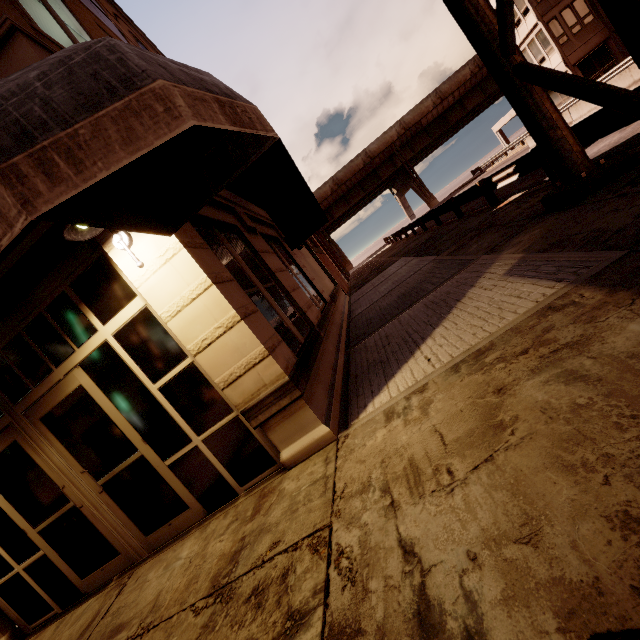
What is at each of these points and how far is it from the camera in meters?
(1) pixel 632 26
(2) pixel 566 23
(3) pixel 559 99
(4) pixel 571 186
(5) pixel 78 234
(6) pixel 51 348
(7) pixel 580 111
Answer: (1) sign, 3.4
(2) building, 25.8
(3) building, 29.2
(4) sign, 5.4
(5) wall light, 3.2
(6) building, 4.1
(7) barrier, 15.3

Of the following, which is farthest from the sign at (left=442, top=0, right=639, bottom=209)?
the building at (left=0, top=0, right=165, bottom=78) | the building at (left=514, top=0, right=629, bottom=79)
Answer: the building at (left=514, top=0, right=629, bottom=79)

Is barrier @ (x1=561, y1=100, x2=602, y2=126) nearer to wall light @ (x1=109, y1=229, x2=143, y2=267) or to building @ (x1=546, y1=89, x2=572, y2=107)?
building @ (x1=546, y1=89, x2=572, y2=107)

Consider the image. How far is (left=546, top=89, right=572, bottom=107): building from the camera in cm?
2855

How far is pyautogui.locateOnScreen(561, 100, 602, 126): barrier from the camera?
14.7m

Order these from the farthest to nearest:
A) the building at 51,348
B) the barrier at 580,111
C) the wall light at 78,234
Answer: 1. the barrier at 580,111
2. the building at 51,348
3. the wall light at 78,234

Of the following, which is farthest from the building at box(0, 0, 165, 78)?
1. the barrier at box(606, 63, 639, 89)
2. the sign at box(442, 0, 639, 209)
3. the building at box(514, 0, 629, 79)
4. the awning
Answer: the building at box(514, 0, 629, 79)

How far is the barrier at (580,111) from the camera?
14.68m
